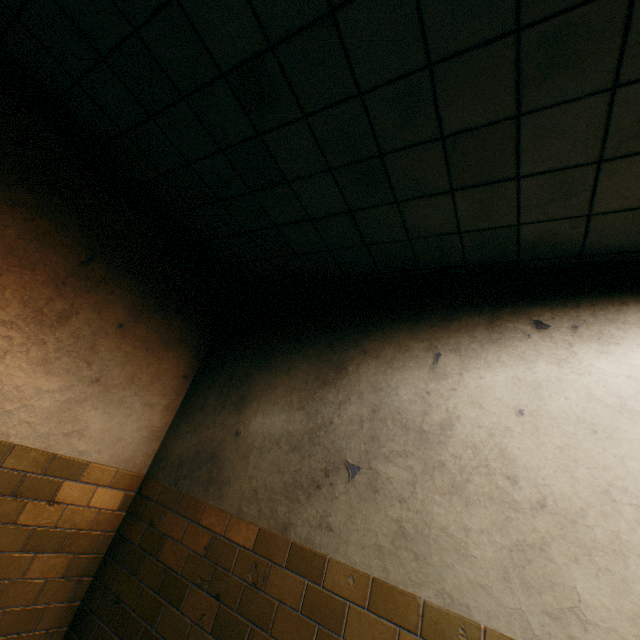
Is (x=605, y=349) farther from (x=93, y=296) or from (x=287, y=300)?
(x=93, y=296)
